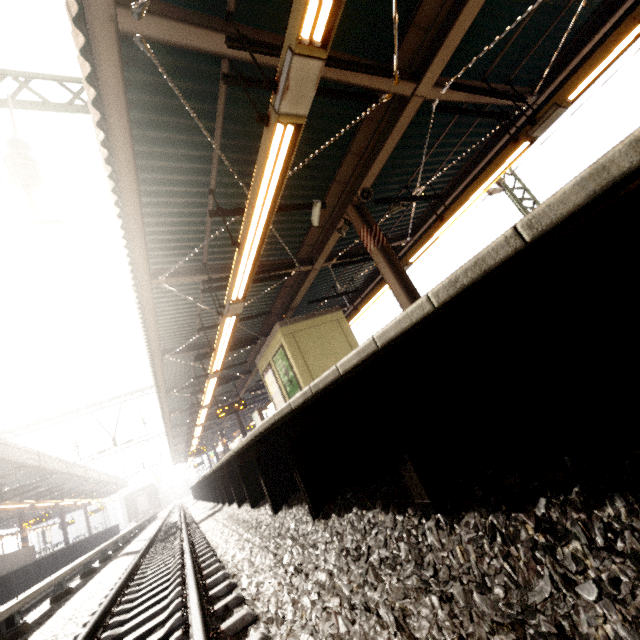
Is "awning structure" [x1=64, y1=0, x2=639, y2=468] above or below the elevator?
above

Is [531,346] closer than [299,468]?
Yes

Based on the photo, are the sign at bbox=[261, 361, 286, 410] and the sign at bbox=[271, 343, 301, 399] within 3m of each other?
yes

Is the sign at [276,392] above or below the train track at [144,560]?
above

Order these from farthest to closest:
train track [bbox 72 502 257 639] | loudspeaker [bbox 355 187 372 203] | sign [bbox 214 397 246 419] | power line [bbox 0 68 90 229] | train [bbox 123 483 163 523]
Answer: train [bbox 123 483 163 523], sign [bbox 214 397 246 419], loudspeaker [bbox 355 187 372 203], power line [bbox 0 68 90 229], train track [bbox 72 502 257 639]

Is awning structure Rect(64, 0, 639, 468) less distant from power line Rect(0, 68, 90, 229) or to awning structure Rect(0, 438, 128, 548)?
power line Rect(0, 68, 90, 229)

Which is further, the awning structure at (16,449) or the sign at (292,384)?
the awning structure at (16,449)

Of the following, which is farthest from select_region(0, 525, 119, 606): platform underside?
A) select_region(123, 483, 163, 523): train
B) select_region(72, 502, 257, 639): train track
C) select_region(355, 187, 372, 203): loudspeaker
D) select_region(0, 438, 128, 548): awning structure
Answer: select_region(355, 187, 372, 203): loudspeaker
